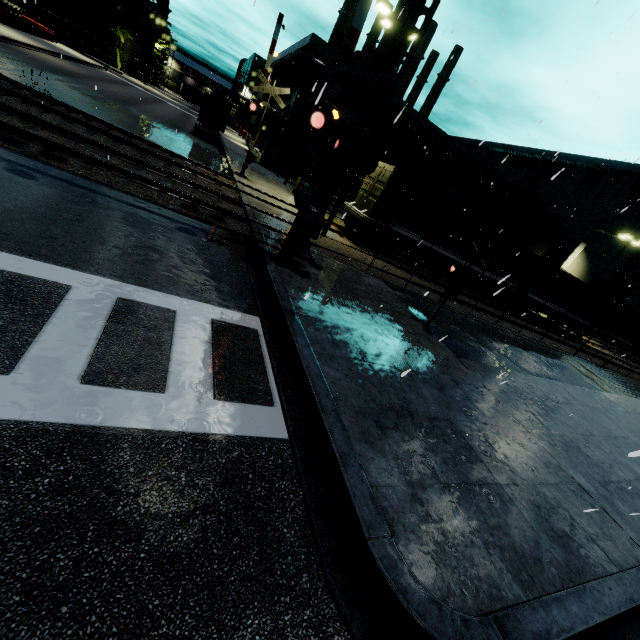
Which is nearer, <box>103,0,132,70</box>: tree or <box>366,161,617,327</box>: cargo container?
<box>366,161,617,327</box>: cargo container

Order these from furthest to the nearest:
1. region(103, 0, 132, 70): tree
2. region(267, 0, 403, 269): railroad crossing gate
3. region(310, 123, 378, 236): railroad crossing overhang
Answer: region(103, 0, 132, 70): tree < region(310, 123, 378, 236): railroad crossing overhang < region(267, 0, 403, 269): railroad crossing gate

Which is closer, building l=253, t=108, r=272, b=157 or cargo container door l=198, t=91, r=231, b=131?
cargo container door l=198, t=91, r=231, b=131

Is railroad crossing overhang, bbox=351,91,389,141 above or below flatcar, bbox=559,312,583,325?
above

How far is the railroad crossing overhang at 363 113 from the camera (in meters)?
8.12

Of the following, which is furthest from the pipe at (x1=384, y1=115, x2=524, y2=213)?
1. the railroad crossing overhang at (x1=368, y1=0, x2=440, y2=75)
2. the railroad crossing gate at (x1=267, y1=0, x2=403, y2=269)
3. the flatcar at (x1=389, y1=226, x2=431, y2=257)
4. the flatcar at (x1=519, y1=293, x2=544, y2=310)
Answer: the railroad crossing overhang at (x1=368, y1=0, x2=440, y2=75)

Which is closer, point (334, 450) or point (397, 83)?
point (334, 450)
